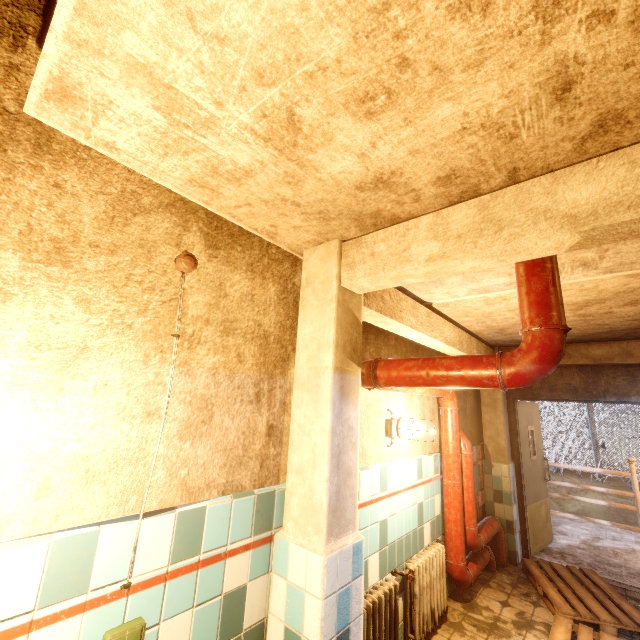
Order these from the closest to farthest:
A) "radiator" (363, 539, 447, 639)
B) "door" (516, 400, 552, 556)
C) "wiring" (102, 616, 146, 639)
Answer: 1. "wiring" (102, 616, 146, 639)
2. "radiator" (363, 539, 447, 639)
3. "door" (516, 400, 552, 556)

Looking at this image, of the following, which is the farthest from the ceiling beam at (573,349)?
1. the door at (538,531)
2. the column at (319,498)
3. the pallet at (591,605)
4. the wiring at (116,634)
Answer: the pallet at (591,605)

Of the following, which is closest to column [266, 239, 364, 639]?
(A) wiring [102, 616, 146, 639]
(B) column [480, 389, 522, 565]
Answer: (A) wiring [102, 616, 146, 639]

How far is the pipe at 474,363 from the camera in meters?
1.6 m

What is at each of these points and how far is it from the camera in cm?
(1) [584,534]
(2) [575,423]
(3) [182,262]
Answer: (1) stair, 561
(2) fence, 1170
(3) wiring, 158

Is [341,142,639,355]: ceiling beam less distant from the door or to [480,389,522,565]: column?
[480,389,522,565]: column

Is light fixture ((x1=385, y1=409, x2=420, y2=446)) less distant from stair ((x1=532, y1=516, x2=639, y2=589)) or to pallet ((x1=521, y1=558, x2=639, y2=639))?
pallet ((x1=521, y1=558, x2=639, y2=639))

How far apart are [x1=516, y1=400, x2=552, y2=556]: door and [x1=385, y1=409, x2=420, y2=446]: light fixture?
3.06m
